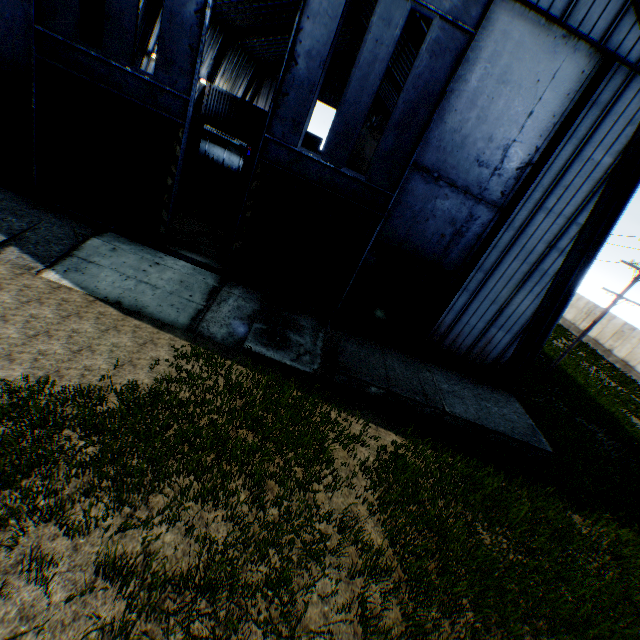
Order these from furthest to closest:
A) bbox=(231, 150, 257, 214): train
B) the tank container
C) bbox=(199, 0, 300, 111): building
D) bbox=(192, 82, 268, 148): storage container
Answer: bbox=(192, 82, 268, 148): storage container → bbox=(199, 0, 300, 111): building → the tank container → bbox=(231, 150, 257, 214): train

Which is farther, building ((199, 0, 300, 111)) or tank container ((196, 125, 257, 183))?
building ((199, 0, 300, 111))

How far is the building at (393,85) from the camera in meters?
21.1

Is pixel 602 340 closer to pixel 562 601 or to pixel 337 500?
pixel 562 601

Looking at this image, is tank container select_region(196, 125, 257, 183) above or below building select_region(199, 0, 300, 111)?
below

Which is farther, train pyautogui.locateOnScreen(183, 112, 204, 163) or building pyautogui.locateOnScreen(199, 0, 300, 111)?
building pyautogui.locateOnScreen(199, 0, 300, 111)

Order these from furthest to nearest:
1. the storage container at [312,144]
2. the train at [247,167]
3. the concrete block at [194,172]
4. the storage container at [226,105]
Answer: the storage container at [312,144]
the storage container at [226,105]
the concrete block at [194,172]
the train at [247,167]

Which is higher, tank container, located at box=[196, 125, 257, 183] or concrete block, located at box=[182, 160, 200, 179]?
tank container, located at box=[196, 125, 257, 183]
